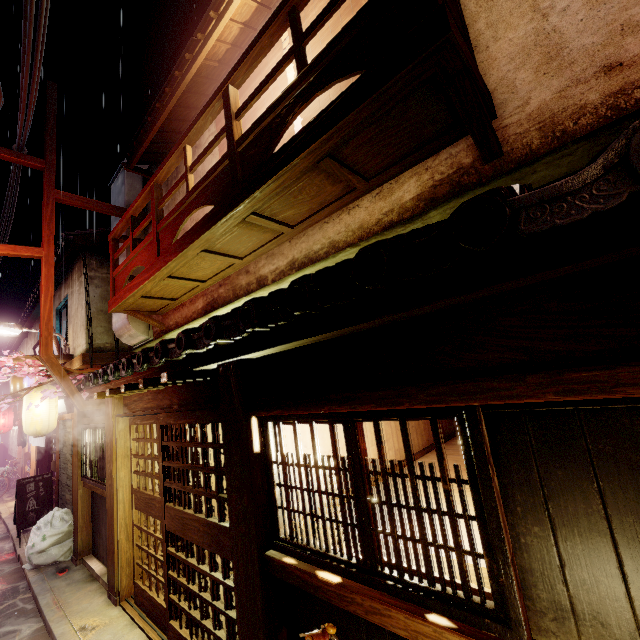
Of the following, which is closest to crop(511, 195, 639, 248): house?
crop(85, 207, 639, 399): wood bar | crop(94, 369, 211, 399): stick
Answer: crop(85, 207, 639, 399): wood bar

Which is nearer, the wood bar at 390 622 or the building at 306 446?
the wood bar at 390 622

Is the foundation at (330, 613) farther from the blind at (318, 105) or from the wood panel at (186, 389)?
the blind at (318, 105)

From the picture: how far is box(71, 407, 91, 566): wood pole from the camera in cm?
1186

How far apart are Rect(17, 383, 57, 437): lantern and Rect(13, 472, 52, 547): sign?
3.87m

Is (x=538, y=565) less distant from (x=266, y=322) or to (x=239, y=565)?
(x=266, y=322)

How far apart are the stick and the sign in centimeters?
1446cm

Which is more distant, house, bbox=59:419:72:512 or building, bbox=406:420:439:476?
house, bbox=59:419:72:512
